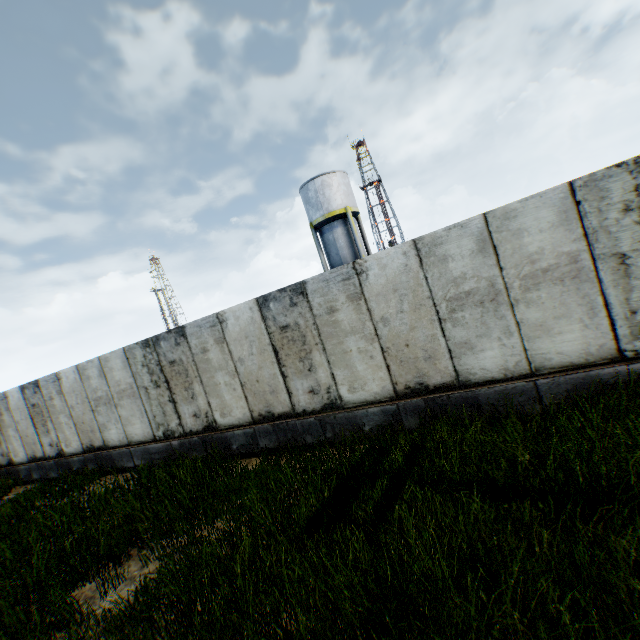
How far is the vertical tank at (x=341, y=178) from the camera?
24.2 meters

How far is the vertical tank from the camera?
24.2 meters

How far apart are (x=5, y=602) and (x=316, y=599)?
5.3m
